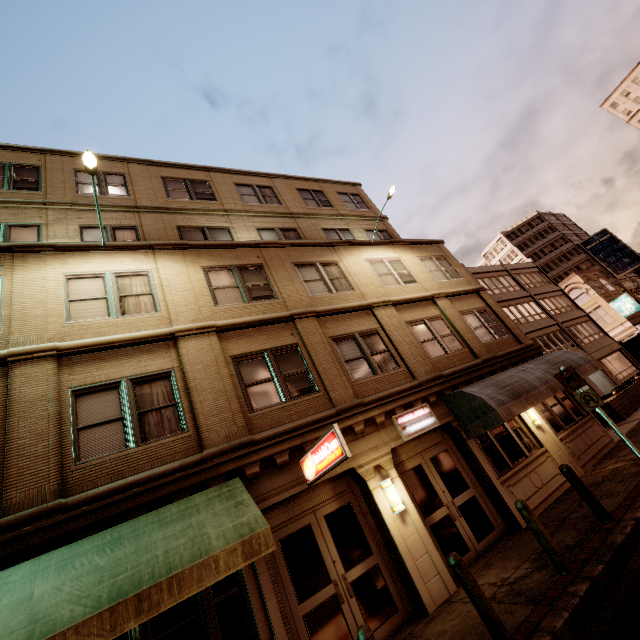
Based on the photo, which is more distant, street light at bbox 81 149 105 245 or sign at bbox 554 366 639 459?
sign at bbox 554 366 639 459

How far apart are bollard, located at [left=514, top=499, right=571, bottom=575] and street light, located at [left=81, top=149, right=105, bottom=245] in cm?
1234

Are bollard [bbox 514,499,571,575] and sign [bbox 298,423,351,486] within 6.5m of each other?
yes

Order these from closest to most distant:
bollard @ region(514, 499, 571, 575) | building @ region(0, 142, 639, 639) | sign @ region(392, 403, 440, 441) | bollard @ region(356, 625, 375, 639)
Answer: bollard @ region(356, 625, 375, 639)
bollard @ region(514, 499, 571, 575)
building @ region(0, 142, 639, 639)
sign @ region(392, 403, 440, 441)

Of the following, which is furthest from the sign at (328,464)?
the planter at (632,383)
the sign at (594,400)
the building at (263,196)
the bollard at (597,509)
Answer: the planter at (632,383)

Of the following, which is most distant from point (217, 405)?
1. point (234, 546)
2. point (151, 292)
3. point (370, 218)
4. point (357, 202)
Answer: point (357, 202)

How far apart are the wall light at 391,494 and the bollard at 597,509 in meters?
3.7 m

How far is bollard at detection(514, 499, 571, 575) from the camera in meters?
5.8 m
